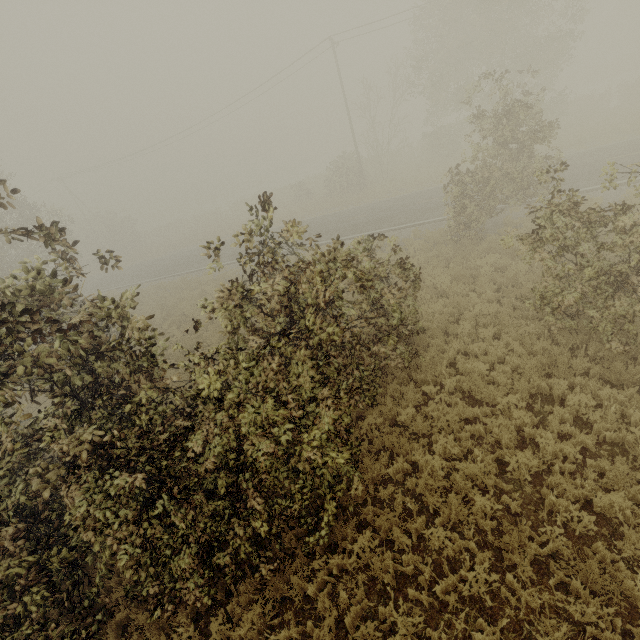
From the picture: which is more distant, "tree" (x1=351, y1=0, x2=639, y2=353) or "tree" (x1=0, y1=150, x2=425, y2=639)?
"tree" (x1=351, y1=0, x2=639, y2=353)

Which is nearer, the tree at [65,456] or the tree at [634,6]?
the tree at [65,456]

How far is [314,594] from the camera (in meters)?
5.64
